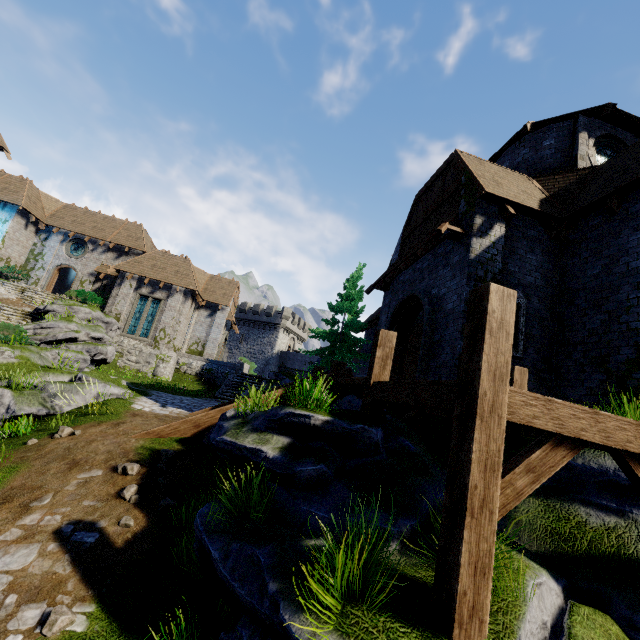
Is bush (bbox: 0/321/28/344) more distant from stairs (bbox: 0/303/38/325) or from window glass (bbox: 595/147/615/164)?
window glass (bbox: 595/147/615/164)

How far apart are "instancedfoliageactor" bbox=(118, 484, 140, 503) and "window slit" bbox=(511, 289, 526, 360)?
8.9 meters

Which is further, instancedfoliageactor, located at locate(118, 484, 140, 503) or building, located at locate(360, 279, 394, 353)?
building, located at locate(360, 279, 394, 353)

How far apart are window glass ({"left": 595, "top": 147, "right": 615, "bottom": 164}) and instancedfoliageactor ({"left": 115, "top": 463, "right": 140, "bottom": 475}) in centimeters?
1756cm

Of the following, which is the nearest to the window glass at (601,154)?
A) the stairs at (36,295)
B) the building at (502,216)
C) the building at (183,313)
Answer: the building at (502,216)

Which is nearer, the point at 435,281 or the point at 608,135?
the point at 435,281

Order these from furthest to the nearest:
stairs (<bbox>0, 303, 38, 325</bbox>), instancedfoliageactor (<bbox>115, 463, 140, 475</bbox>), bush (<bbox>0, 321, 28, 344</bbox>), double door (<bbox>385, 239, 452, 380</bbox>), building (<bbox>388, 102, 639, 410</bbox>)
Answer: stairs (<bbox>0, 303, 38, 325</bbox>) < bush (<bbox>0, 321, 28, 344</bbox>) < double door (<bbox>385, 239, 452, 380</bbox>) < building (<bbox>388, 102, 639, 410</bbox>) < instancedfoliageactor (<bbox>115, 463, 140, 475</bbox>)

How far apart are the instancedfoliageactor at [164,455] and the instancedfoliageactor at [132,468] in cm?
34
